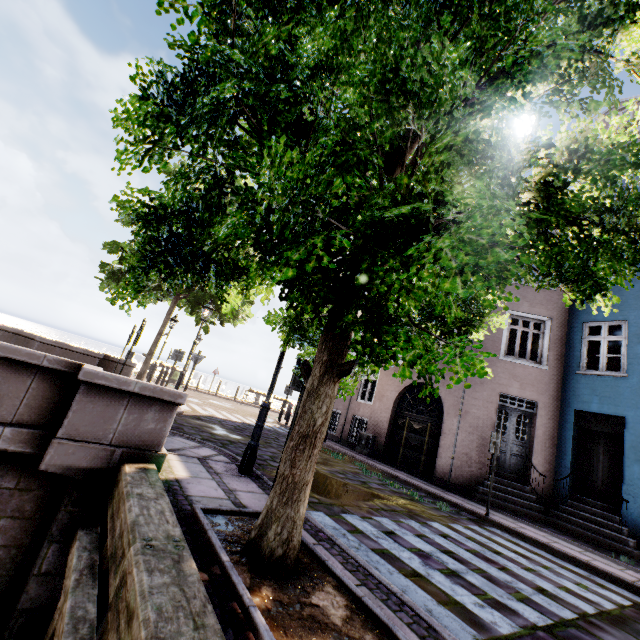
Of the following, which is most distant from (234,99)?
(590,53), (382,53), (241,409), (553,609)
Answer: (241,409)

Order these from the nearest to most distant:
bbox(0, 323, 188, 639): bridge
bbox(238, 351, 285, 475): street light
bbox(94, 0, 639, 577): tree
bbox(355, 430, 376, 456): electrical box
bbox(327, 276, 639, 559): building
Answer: bbox(94, 0, 639, 577): tree
bbox(0, 323, 188, 639): bridge
bbox(238, 351, 285, 475): street light
bbox(327, 276, 639, 559): building
bbox(355, 430, 376, 456): electrical box

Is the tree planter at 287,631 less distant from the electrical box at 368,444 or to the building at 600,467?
the building at 600,467

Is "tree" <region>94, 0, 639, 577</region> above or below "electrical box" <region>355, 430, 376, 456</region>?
above

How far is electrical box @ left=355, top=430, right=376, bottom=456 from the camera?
13.3m

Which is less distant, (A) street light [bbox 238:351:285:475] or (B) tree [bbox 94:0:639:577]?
(B) tree [bbox 94:0:639:577]

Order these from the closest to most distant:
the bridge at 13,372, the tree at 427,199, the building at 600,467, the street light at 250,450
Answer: the tree at 427,199 < the bridge at 13,372 < the street light at 250,450 < the building at 600,467

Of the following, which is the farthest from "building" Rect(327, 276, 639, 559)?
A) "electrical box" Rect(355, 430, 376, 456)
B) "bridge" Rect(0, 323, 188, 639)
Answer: "bridge" Rect(0, 323, 188, 639)
